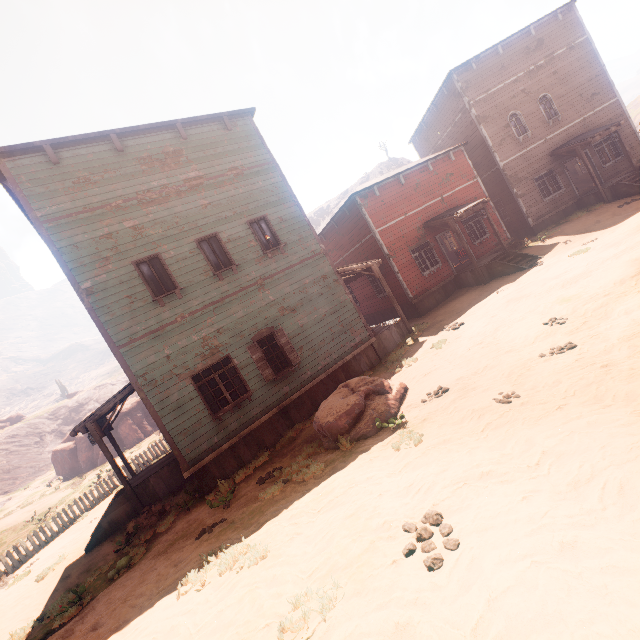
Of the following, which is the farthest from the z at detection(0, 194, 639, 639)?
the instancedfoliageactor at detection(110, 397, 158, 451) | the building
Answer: the instancedfoliageactor at detection(110, 397, 158, 451)

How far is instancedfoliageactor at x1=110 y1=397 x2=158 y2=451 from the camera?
31.4 meters

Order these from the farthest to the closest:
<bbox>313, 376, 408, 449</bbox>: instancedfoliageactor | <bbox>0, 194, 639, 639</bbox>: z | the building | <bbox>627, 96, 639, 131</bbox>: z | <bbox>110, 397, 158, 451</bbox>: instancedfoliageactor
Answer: <bbox>627, 96, 639, 131</bbox>: z
<bbox>110, 397, 158, 451</bbox>: instancedfoliageactor
the building
<bbox>313, 376, 408, 449</bbox>: instancedfoliageactor
<bbox>0, 194, 639, 639</bbox>: z

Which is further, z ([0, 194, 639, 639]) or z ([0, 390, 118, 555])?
z ([0, 390, 118, 555])

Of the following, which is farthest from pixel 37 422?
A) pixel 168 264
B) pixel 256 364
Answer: pixel 256 364

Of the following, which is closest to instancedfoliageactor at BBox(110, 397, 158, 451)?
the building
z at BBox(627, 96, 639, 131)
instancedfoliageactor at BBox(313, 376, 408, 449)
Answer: z at BBox(627, 96, 639, 131)

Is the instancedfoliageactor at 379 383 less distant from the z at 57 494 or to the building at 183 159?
the z at 57 494

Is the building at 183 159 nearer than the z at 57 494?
Yes
